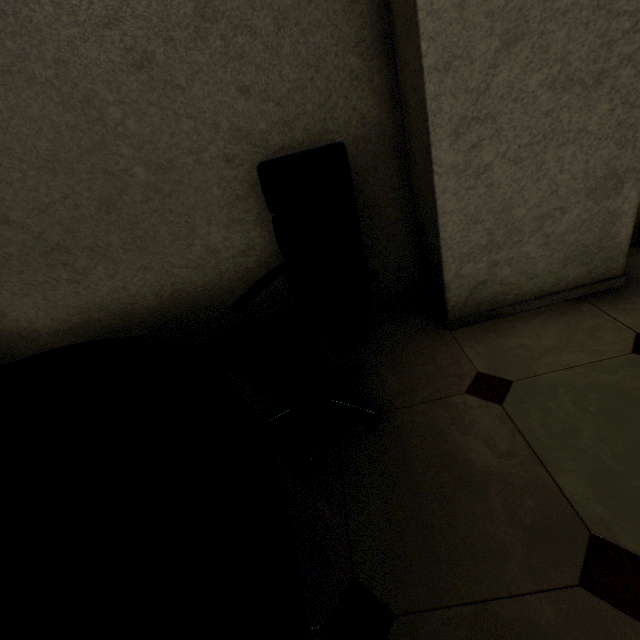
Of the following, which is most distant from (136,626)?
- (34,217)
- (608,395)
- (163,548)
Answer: (34,217)

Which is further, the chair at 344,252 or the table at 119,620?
the chair at 344,252

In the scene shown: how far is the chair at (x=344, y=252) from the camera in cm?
117

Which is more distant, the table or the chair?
the chair

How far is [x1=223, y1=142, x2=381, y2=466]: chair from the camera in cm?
117
